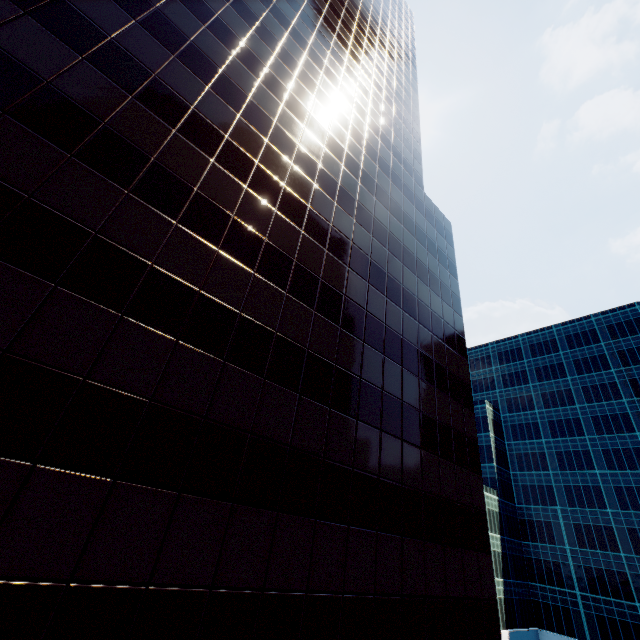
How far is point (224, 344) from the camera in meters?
11.1 m
